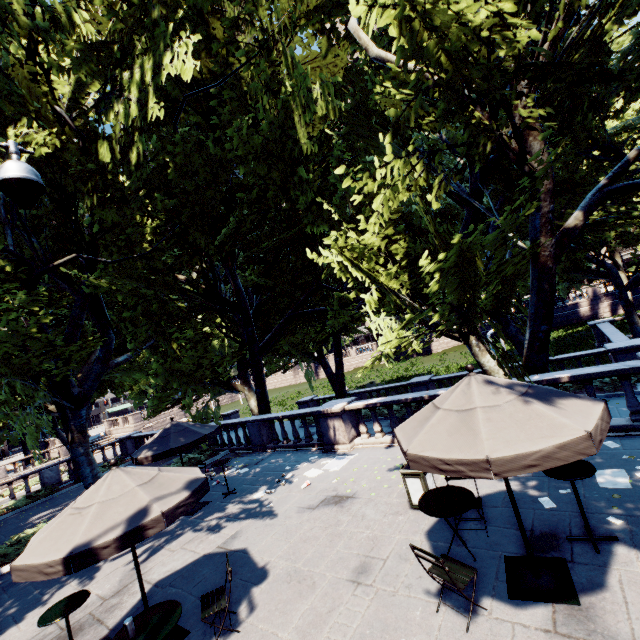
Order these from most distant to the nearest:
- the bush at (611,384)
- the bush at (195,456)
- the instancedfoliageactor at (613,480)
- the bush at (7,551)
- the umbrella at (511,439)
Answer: the bush at (195,456) < the bush at (611,384) < the bush at (7,551) < the instancedfoliageactor at (613,480) < the umbrella at (511,439)

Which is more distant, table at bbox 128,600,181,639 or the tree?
the tree

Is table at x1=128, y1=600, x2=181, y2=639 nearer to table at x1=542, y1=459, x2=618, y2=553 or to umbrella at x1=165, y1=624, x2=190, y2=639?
umbrella at x1=165, y1=624, x2=190, y2=639

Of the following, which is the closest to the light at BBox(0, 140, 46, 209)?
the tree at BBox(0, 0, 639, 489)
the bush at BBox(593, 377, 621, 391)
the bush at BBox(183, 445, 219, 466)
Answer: the tree at BBox(0, 0, 639, 489)

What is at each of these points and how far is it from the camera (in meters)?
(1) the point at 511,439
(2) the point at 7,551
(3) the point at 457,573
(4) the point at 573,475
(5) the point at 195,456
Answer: (1) umbrella, 3.66
(2) bush, 10.68
(3) chair, 4.45
(4) table, 4.83
(5) bush, 16.27

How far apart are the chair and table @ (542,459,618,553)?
1.9m

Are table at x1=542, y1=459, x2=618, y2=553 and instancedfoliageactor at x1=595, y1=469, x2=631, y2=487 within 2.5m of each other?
yes

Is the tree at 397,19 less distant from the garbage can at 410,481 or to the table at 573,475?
the table at 573,475
